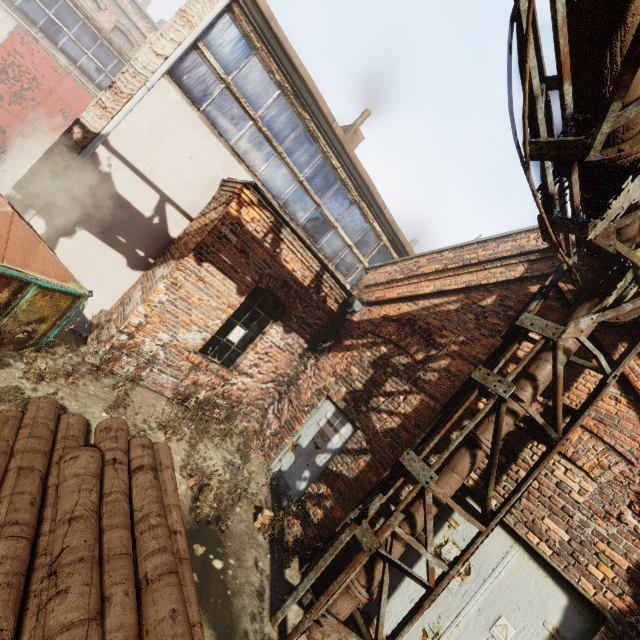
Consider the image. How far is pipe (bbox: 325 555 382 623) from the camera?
3.9m

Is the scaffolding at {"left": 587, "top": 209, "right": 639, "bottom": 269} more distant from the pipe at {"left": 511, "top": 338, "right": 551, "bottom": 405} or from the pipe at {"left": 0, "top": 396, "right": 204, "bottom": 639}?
the pipe at {"left": 0, "top": 396, "right": 204, "bottom": 639}

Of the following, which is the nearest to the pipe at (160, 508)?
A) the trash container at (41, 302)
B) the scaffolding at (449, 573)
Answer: the trash container at (41, 302)

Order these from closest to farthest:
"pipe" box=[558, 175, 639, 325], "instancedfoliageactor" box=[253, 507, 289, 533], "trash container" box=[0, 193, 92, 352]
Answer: "pipe" box=[558, 175, 639, 325] → "trash container" box=[0, 193, 92, 352] → "instancedfoliageactor" box=[253, 507, 289, 533]

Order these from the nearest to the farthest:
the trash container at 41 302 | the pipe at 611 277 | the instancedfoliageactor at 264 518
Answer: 1. the pipe at 611 277
2. the trash container at 41 302
3. the instancedfoliageactor at 264 518

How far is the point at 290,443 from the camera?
6.57m

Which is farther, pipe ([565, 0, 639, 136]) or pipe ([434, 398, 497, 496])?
pipe ([434, 398, 497, 496])

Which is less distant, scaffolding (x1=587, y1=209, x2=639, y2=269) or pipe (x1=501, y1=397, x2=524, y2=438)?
scaffolding (x1=587, y1=209, x2=639, y2=269)
